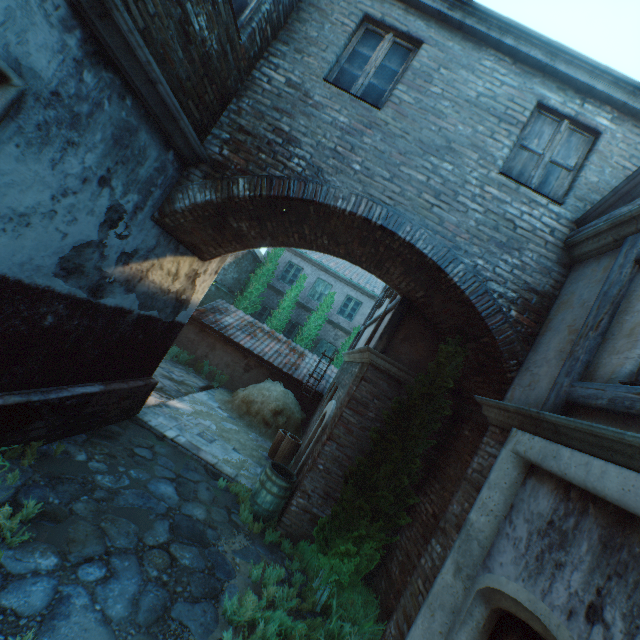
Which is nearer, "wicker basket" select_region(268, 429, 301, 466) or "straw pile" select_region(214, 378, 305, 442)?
"wicker basket" select_region(268, 429, 301, 466)

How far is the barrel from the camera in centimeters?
615cm

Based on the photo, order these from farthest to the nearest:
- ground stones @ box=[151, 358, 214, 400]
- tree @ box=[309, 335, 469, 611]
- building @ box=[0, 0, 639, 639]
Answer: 1. ground stones @ box=[151, 358, 214, 400]
2. tree @ box=[309, 335, 469, 611]
3. building @ box=[0, 0, 639, 639]

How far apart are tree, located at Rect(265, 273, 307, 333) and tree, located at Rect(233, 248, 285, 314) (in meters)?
0.71

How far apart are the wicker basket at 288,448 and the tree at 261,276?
9.62m

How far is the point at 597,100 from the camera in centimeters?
480cm

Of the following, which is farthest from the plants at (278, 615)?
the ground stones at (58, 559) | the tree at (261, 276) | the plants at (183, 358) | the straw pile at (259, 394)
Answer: the tree at (261, 276)

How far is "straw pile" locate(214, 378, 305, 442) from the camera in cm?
1098
